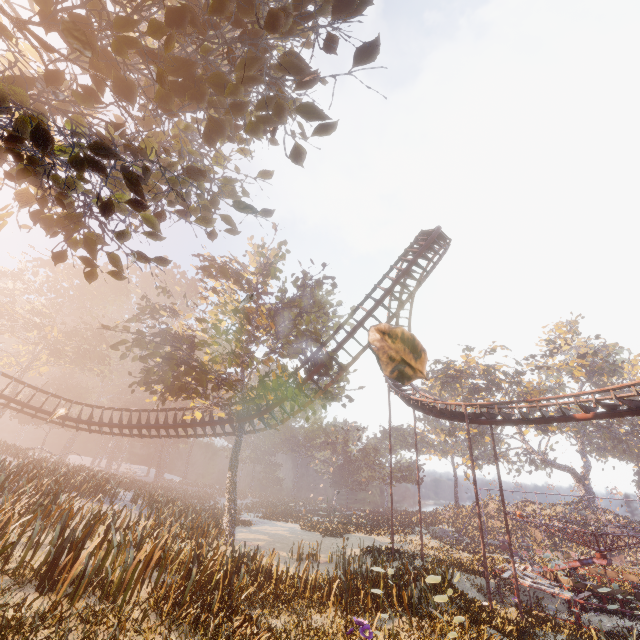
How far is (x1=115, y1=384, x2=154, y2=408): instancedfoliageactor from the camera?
54.3m

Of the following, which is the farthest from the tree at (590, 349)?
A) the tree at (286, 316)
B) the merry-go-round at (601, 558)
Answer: the tree at (286, 316)

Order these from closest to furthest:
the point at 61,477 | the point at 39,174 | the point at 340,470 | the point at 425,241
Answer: the point at 39,174, the point at 61,477, the point at 425,241, the point at 340,470

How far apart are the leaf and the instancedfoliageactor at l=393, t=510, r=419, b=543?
49.2m

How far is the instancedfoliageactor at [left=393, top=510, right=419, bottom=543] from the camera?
32.8 meters

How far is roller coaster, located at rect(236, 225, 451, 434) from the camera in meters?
19.4

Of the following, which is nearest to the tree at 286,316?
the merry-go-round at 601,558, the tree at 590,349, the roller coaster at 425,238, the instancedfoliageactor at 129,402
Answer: the roller coaster at 425,238

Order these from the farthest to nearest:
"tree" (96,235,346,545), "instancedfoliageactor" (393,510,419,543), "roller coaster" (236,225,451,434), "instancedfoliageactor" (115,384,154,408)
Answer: "instancedfoliageactor" (115,384,154,408) < "instancedfoliageactor" (393,510,419,543) < "roller coaster" (236,225,451,434) < "tree" (96,235,346,545)
